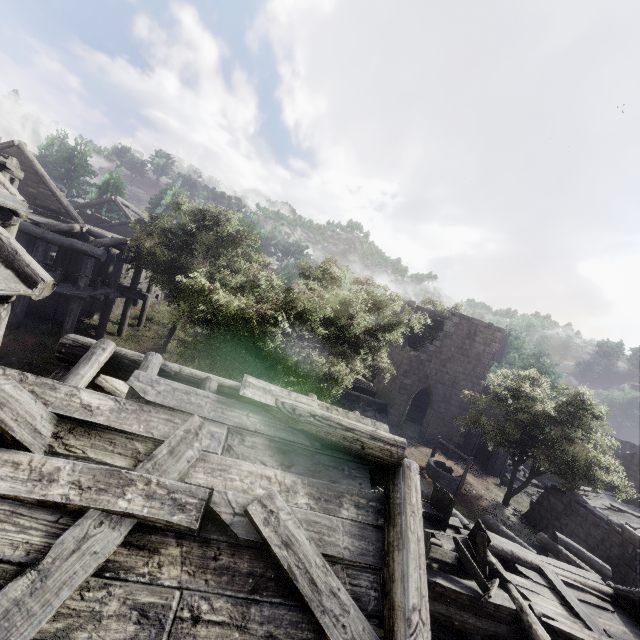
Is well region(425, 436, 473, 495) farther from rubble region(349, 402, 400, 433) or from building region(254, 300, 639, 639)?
rubble region(349, 402, 400, 433)

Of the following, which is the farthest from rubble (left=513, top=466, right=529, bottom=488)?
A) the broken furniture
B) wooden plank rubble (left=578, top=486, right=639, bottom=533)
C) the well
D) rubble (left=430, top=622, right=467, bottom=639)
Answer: the broken furniture

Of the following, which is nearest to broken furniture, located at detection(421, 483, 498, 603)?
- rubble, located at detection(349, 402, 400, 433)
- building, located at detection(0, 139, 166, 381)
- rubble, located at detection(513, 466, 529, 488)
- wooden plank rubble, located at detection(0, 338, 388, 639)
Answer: building, located at detection(0, 139, 166, 381)

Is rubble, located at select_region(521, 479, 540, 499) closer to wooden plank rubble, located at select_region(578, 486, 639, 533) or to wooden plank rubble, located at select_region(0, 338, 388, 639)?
wooden plank rubble, located at select_region(578, 486, 639, 533)

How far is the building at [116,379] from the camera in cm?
448

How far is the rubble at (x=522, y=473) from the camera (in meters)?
25.34

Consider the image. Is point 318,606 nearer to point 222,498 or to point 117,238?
point 222,498

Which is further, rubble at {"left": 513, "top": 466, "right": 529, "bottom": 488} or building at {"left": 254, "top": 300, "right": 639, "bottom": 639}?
rubble at {"left": 513, "top": 466, "right": 529, "bottom": 488}
